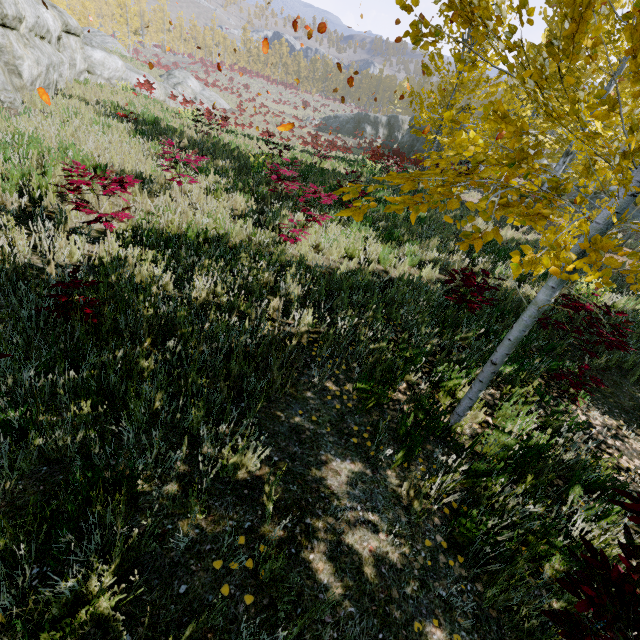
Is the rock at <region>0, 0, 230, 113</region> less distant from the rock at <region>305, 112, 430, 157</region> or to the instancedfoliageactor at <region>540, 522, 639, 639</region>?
the instancedfoliageactor at <region>540, 522, 639, 639</region>

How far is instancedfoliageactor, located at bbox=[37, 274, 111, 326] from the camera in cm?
286

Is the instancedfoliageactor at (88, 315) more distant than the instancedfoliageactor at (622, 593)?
Yes

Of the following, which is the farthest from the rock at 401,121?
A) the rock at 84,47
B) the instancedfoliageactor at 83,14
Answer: the rock at 84,47

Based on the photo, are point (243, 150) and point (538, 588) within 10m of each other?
no

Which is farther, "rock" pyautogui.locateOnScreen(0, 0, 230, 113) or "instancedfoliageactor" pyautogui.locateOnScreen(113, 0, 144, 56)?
"instancedfoliageactor" pyautogui.locateOnScreen(113, 0, 144, 56)

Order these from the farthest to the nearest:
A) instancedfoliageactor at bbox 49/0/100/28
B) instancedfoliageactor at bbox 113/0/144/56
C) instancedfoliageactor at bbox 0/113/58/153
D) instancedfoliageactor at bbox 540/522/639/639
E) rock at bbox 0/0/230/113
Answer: instancedfoliageactor at bbox 113/0/144/56 → instancedfoliageactor at bbox 49/0/100/28 → rock at bbox 0/0/230/113 → instancedfoliageactor at bbox 0/113/58/153 → instancedfoliageactor at bbox 540/522/639/639
